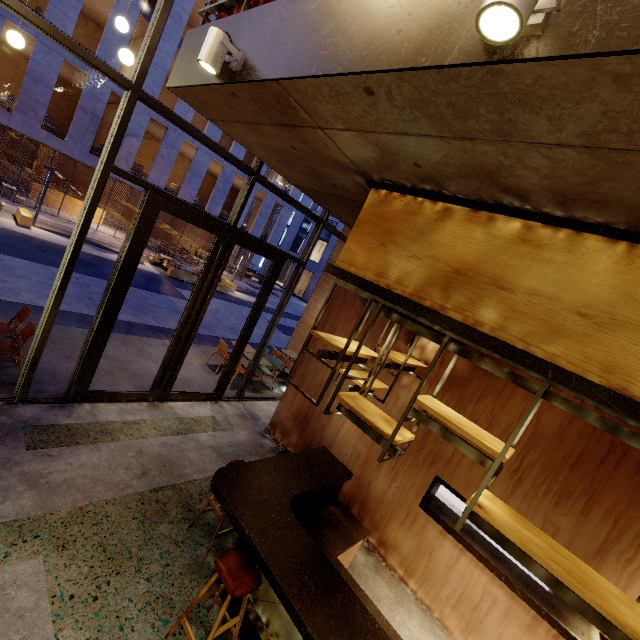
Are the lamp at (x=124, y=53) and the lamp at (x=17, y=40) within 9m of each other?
yes

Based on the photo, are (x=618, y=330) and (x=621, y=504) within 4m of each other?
yes

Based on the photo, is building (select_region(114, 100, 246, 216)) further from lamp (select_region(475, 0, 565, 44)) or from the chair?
lamp (select_region(475, 0, 565, 44))

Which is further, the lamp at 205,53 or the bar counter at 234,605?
the bar counter at 234,605

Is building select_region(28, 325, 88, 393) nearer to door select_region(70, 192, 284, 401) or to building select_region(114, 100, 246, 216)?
door select_region(70, 192, 284, 401)

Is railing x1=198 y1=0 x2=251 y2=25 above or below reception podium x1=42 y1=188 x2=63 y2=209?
above

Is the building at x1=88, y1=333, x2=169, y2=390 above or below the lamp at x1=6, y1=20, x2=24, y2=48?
below

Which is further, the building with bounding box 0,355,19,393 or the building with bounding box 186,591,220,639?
the building with bounding box 0,355,19,393
